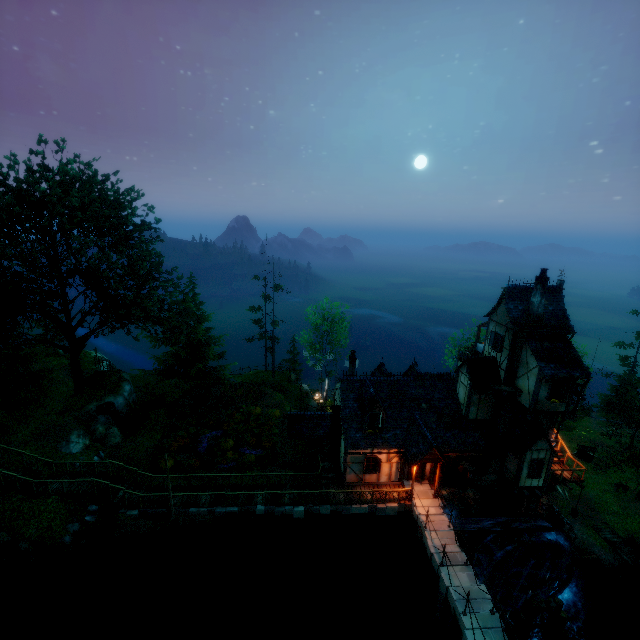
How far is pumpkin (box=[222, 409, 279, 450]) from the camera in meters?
26.8 m

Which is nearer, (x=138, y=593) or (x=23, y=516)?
(x=138, y=593)

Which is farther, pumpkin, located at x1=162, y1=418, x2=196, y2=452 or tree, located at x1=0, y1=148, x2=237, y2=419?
pumpkin, located at x1=162, y1=418, x2=196, y2=452

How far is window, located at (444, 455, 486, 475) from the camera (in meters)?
22.19

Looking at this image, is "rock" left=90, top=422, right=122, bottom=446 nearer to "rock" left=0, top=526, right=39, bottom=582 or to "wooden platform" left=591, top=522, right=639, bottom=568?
"rock" left=0, top=526, right=39, bottom=582

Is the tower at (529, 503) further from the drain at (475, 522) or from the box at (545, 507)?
the box at (545, 507)

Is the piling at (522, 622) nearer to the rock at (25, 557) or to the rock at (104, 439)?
the rock at (25, 557)

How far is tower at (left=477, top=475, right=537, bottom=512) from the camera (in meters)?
22.96
